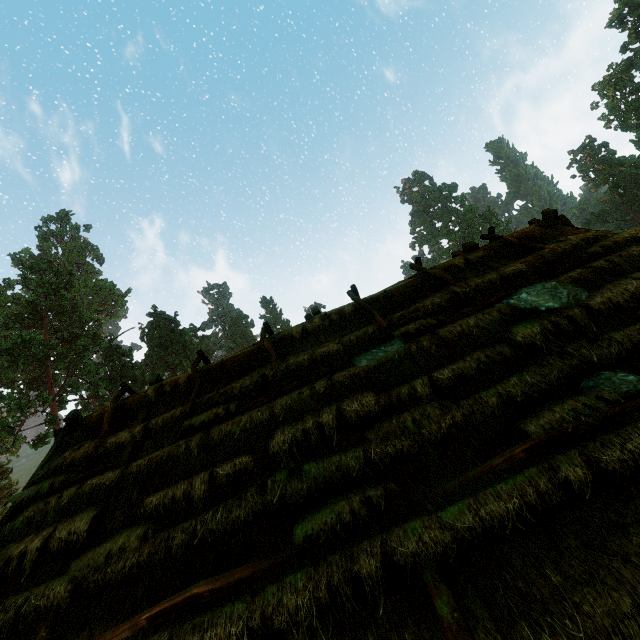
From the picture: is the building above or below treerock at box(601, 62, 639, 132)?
below

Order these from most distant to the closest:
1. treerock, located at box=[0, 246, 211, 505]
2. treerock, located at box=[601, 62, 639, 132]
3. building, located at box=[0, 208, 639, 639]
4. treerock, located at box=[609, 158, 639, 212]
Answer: treerock, located at box=[609, 158, 639, 212] → treerock, located at box=[601, 62, 639, 132] → treerock, located at box=[0, 246, 211, 505] → building, located at box=[0, 208, 639, 639]

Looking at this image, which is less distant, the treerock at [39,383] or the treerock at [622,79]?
the treerock at [39,383]

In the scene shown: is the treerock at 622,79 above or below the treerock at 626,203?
above

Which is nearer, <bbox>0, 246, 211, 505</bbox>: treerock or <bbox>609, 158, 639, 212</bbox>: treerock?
<bbox>0, 246, 211, 505</bbox>: treerock

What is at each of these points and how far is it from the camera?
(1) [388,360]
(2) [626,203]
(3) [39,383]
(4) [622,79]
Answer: (1) building, 5.1m
(2) treerock, 59.4m
(3) treerock, 36.5m
(4) treerock, 57.7m
